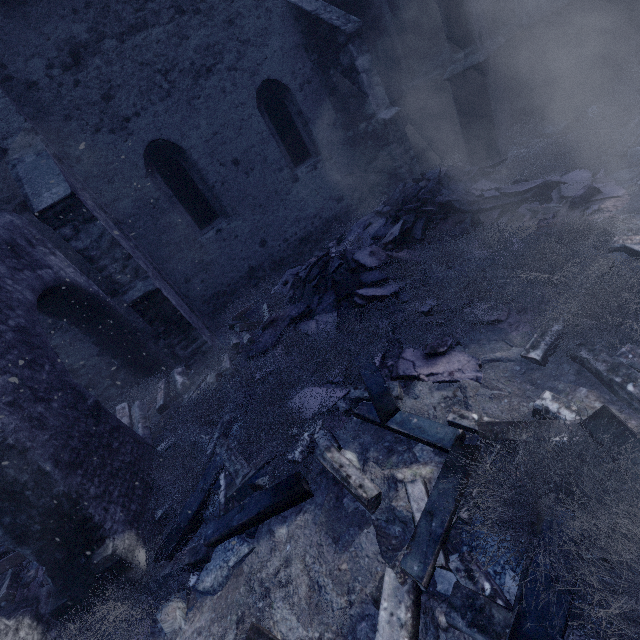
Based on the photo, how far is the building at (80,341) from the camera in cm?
668

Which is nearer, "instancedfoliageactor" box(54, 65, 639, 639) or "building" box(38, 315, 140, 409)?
"instancedfoliageactor" box(54, 65, 639, 639)

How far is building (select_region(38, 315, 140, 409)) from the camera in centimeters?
668cm

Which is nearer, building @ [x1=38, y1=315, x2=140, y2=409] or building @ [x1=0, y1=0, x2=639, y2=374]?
building @ [x1=0, y1=0, x2=639, y2=374]

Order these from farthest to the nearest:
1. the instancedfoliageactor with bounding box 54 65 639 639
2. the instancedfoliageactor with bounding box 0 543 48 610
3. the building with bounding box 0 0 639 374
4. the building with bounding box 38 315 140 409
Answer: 1. the building with bounding box 38 315 140 409
2. the building with bounding box 0 0 639 374
3. the instancedfoliageactor with bounding box 0 543 48 610
4. the instancedfoliageactor with bounding box 54 65 639 639

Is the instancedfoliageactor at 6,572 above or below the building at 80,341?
below

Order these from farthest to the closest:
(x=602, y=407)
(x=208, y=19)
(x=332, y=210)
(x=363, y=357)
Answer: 1. (x=332, y=210)
2. (x=208, y=19)
3. (x=363, y=357)
4. (x=602, y=407)
